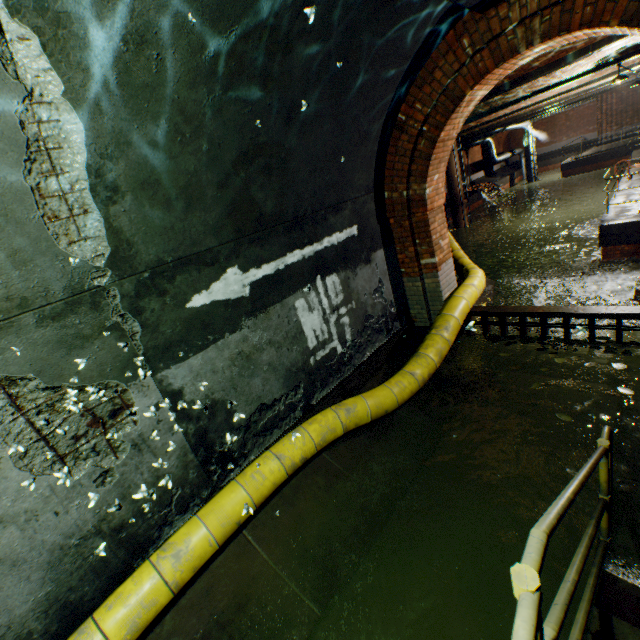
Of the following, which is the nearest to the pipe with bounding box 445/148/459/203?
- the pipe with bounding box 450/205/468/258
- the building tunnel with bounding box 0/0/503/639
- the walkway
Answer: the pipe with bounding box 450/205/468/258

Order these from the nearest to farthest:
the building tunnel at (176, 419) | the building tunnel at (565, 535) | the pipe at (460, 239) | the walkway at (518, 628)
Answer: the walkway at (518, 628) → the building tunnel at (176, 419) → the building tunnel at (565, 535) → the pipe at (460, 239)

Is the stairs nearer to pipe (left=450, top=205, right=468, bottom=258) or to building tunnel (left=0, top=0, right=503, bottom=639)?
building tunnel (left=0, top=0, right=503, bottom=639)

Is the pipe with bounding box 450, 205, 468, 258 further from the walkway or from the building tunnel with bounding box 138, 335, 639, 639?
the walkway

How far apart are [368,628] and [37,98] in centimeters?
447cm

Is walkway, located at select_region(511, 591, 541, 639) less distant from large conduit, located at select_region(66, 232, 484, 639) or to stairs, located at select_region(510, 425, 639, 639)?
stairs, located at select_region(510, 425, 639, 639)

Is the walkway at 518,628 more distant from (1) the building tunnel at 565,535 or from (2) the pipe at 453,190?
(2) the pipe at 453,190

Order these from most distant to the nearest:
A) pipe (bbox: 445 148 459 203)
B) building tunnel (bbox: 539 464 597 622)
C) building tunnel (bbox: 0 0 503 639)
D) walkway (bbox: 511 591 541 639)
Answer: pipe (bbox: 445 148 459 203), building tunnel (bbox: 539 464 597 622), building tunnel (bbox: 0 0 503 639), walkway (bbox: 511 591 541 639)
